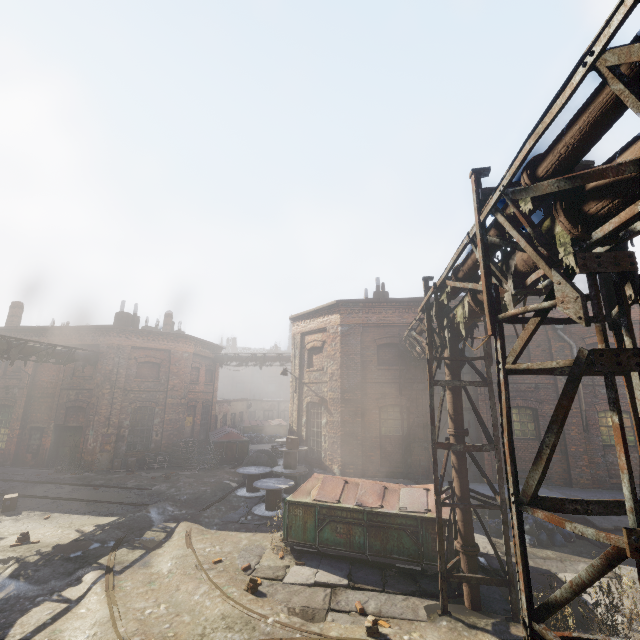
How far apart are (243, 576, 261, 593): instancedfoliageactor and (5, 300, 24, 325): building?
25.01m

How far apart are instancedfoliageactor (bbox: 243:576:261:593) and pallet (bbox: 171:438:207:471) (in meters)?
13.44

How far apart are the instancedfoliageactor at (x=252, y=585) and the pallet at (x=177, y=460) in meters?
13.4 m

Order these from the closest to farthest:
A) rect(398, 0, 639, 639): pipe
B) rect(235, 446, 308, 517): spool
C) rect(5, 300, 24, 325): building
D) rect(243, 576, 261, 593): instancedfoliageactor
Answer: rect(398, 0, 639, 639): pipe → rect(243, 576, 261, 593): instancedfoliageactor → rect(235, 446, 308, 517): spool → rect(5, 300, 24, 325): building

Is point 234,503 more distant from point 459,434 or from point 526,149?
point 526,149

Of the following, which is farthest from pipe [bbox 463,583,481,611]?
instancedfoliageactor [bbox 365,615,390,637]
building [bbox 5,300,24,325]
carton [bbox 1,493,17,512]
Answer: building [bbox 5,300,24,325]

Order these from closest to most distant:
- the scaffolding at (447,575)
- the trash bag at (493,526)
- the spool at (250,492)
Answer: the scaffolding at (447,575)
the trash bag at (493,526)
the spool at (250,492)
